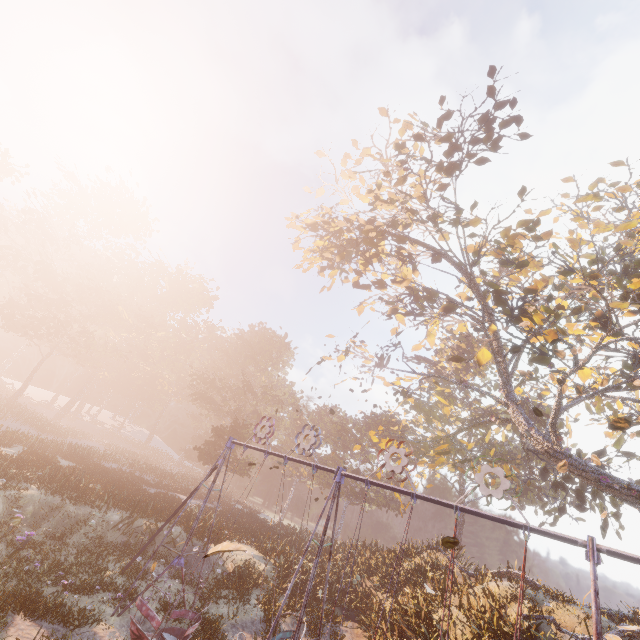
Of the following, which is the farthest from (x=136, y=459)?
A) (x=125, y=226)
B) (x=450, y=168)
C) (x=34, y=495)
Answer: (x=450, y=168)

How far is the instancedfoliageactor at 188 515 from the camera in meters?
19.0 m

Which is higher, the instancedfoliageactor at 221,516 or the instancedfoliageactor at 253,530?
the instancedfoliageactor at 221,516

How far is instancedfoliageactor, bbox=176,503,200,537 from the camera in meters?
19.0 m

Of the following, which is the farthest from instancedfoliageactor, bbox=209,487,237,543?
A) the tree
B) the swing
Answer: the tree

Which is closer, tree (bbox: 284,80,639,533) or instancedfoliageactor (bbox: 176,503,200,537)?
tree (bbox: 284,80,639,533)

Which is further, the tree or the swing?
the tree

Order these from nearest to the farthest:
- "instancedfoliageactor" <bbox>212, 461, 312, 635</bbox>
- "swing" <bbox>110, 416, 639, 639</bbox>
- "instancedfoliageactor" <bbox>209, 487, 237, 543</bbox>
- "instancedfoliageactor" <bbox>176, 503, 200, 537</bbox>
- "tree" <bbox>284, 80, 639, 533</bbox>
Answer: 1. "swing" <bbox>110, 416, 639, 639</bbox>
2. "tree" <bbox>284, 80, 639, 533</bbox>
3. "instancedfoliageactor" <bbox>212, 461, 312, 635</bbox>
4. "instancedfoliageactor" <bbox>176, 503, 200, 537</bbox>
5. "instancedfoliageactor" <bbox>209, 487, 237, 543</bbox>
